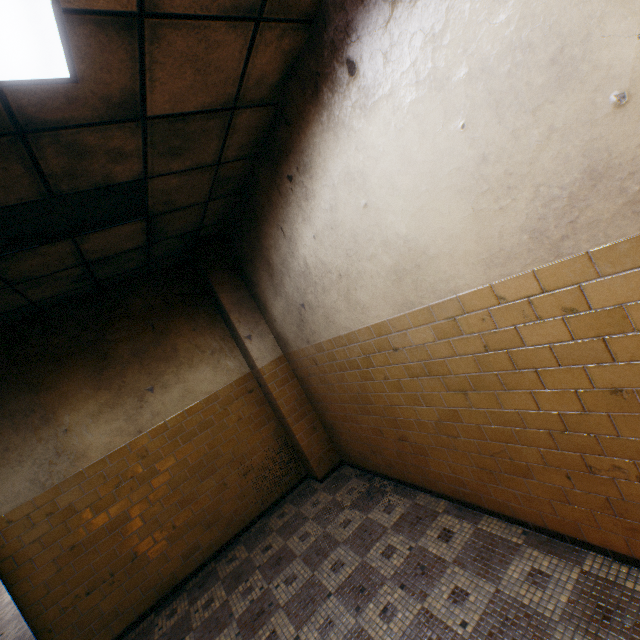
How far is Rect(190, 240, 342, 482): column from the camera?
4.8 meters

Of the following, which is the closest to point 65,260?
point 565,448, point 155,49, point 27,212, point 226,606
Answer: point 27,212

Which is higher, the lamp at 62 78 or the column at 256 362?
the lamp at 62 78

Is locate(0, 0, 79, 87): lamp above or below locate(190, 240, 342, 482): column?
above

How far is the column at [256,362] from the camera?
4.8m

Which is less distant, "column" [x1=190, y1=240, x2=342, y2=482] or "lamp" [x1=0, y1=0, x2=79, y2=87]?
"lamp" [x1=0, y1=0, x2=79, y2=87]
